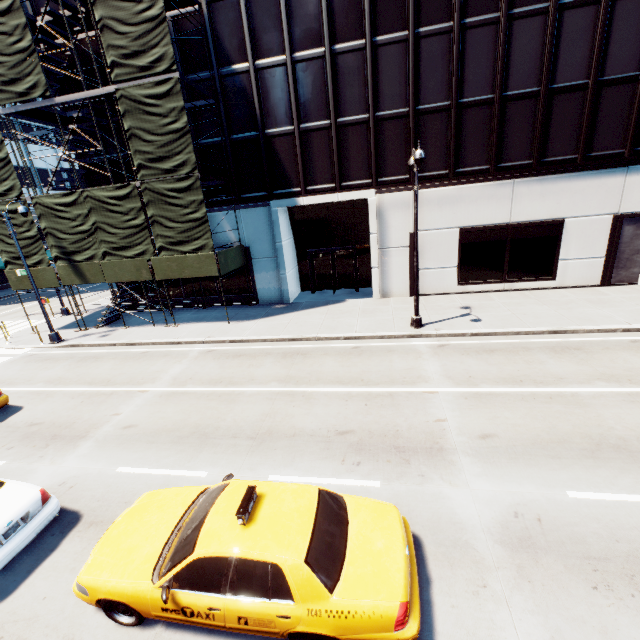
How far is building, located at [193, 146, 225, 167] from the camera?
18.4 meters

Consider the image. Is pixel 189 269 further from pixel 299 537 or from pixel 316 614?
pixel 316 614

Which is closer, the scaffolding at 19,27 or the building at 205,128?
the scaffolding at 19,27

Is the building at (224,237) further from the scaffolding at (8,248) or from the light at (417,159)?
the light at (417,159)

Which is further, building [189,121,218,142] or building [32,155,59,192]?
building [32,155,59,192]

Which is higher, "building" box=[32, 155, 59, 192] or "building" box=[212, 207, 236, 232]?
"building" box=[32, 155, 59, 192]

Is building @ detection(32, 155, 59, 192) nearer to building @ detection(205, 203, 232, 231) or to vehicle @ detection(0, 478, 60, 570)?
building @ detection(205, 203, 232, 231)

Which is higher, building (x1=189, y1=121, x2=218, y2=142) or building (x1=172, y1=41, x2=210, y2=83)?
building (x1=172, y1=41, x2=210, y2=83)
